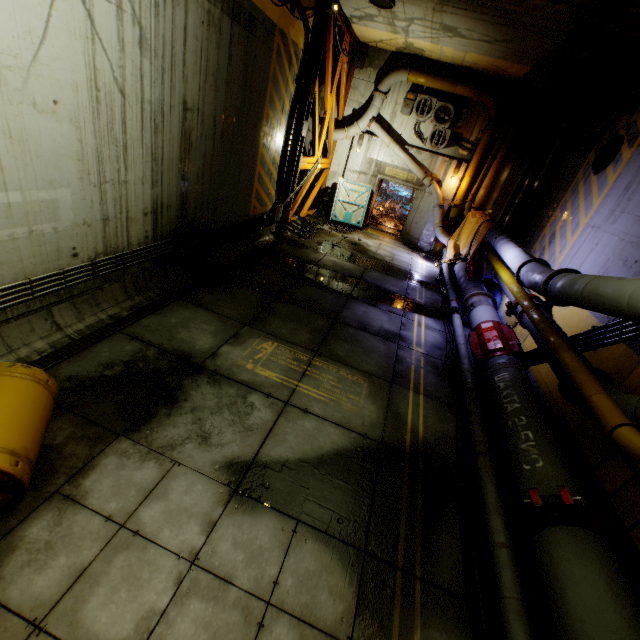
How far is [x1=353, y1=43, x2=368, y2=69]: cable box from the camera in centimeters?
1333cm

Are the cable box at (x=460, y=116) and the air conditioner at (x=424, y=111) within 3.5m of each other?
yes

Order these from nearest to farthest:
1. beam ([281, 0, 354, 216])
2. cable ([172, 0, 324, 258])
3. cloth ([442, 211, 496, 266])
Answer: cable ([172, 0, 324, 258]), beam ([281, 0, 354, 216]), cloth ([442, 211, 496, 266])

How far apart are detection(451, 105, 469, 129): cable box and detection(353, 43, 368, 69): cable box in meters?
4.4 m

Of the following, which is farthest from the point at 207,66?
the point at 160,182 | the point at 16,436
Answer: the point at 16,436

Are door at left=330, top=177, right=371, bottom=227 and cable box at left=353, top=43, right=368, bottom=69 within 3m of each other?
no

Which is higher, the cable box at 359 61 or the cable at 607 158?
the cable box at 359 61

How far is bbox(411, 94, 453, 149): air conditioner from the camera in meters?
13.1 m
